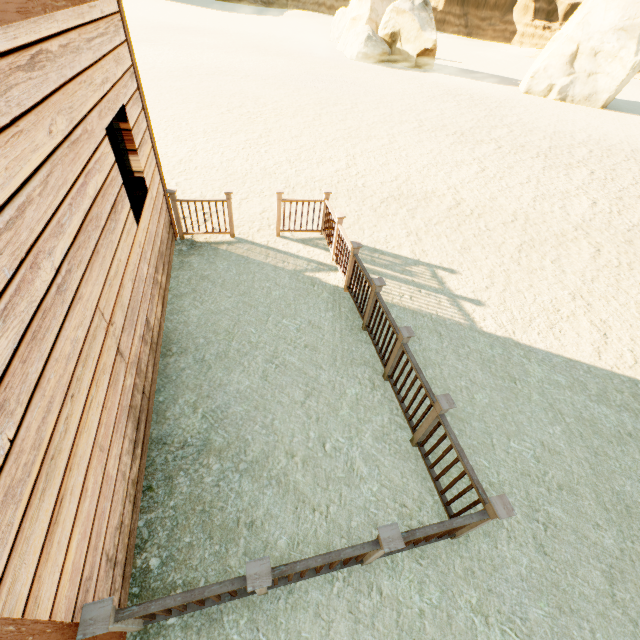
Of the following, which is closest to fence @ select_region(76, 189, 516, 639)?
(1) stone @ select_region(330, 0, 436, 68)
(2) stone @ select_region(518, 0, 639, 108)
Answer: (2) stone @ select_region(518, 0, 639, 108)

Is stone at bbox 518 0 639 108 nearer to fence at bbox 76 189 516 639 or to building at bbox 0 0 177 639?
fence at bbox 76 189 516 639

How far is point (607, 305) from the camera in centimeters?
663cm

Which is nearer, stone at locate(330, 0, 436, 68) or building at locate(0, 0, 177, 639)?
building at locate(0, 0, 177, 639)

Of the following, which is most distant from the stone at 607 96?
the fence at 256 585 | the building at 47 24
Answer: the building at 47 24

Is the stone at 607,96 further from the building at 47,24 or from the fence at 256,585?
the building at 47,24

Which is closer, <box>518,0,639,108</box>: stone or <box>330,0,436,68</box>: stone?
<box>518,0,639,108</box>: stone

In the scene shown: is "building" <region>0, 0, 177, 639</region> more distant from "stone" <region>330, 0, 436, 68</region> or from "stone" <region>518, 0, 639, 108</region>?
"stone" <region>330, 0, 436, 68</region>
